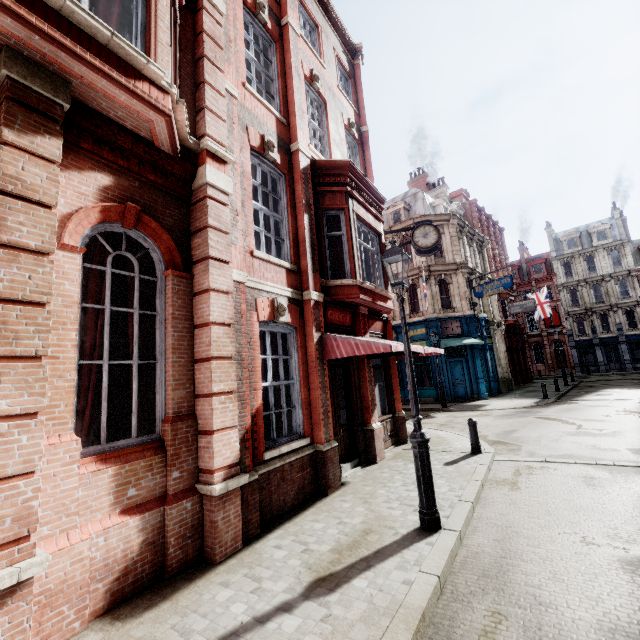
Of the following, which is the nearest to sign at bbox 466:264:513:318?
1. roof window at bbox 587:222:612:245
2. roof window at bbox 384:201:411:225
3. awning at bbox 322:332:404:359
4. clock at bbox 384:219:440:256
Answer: roof window at bbox 384:201:411:225

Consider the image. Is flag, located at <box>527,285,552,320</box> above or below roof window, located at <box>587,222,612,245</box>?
below

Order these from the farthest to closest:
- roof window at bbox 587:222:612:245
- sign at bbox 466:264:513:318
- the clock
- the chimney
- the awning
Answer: roof window at bbox 587:222:612:245 → the chimney → sign at bbox 466:264:513:318 → the clock → the awning

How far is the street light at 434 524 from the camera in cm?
499

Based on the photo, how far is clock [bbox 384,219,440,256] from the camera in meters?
12.1

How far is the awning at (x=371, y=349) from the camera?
7.0 meters

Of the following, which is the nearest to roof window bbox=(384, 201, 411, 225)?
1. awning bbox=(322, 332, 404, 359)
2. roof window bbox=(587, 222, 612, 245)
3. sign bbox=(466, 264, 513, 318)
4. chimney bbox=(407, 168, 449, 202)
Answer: sign bbox=(466, 264, 513, 318)

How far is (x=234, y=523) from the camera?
4.8 meters
